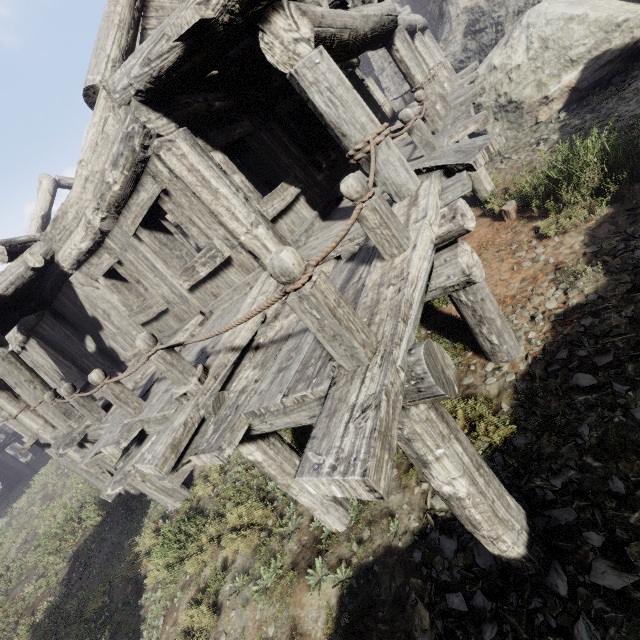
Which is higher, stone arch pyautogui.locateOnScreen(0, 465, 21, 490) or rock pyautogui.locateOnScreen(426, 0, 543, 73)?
rock pyautogui.locateOnScreen(426, 0, 543, 73)

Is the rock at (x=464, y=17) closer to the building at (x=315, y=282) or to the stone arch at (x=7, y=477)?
the building at (x=315, y=282)

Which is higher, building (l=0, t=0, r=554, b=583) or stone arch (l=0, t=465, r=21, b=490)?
building (l=0, t=0, r=554, b=583)

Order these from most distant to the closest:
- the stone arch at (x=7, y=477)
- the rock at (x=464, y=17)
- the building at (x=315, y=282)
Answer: the stone arch at (x=7, y=477) < the rock at (x=464, y=17) < the building at (x=315, y=282)

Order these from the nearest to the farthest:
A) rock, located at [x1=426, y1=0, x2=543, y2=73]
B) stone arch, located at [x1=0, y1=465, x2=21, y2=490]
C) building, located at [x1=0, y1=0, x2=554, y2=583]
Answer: building, located at [x1=0, y1=0, x2=554, y2=583], rock, located at [x1=426, y1=0, x2=543, y2=73], stone arch, located at [x1=0, y1=465, x2=21, y2=490]

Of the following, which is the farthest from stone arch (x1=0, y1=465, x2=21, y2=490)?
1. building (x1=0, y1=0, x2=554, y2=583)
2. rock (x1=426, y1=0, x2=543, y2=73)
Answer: rock (x1=426, y1=0, x2=543, y2=73)

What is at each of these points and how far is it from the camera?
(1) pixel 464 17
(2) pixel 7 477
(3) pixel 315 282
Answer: (1) rock, 11.1 meters
(2) stone arch, 24.7 meters
(3) building, 1.7 meters
